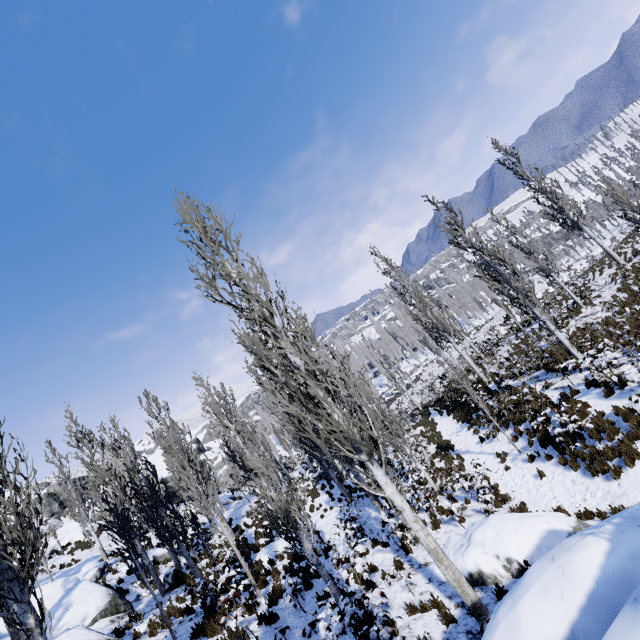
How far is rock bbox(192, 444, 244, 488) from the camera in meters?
45.9

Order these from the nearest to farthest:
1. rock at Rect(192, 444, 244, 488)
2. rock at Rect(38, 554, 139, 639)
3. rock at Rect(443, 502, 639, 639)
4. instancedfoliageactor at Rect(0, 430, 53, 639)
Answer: rock at Rect(443, 502, 639, 639) < instancedfoliageactor at Rect(0, 430, 53, 639) < rock at Rect(38, 554, 139, 639) < rock at Rect(192, 444, 244, 488)

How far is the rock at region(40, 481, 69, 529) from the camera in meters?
46.1 m

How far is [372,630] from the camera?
6.1 meters

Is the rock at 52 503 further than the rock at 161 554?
Yes

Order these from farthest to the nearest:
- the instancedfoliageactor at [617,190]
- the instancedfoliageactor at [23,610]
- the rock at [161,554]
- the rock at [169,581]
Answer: the rock at [161,554] → the rock at [169,581] → the instancedfoliageactor at [617,190] → the instancedfoliageactor at [23,610]

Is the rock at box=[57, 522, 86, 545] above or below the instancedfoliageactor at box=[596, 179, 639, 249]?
above

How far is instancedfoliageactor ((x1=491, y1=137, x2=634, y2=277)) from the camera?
18.34m
